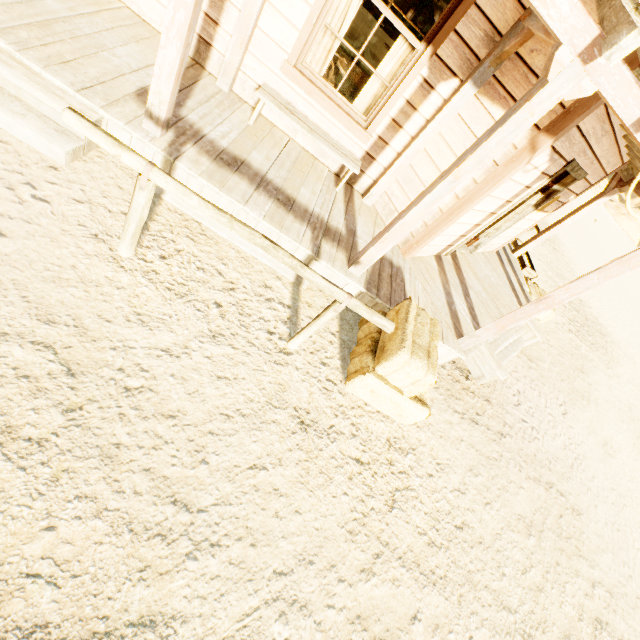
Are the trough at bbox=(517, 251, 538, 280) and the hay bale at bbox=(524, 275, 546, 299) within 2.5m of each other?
yes

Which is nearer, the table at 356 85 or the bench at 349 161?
the bench at 349 161

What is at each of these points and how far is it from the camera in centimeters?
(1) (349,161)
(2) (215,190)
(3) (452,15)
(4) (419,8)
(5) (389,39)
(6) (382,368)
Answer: (1) bench, 455cm
(2) building, 340cm
(3) widow, 357cm
(4) building, 1091cm
(5) barrel, 1115cm
(6) hay bale, 330cm

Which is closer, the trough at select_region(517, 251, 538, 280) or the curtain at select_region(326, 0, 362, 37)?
the curtain at select_region(326, 0, 362, 37)

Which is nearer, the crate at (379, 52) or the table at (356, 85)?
the table at (356, 85)

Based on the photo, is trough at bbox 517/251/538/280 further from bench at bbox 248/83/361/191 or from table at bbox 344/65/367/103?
bench at bbox 248/83/361/191

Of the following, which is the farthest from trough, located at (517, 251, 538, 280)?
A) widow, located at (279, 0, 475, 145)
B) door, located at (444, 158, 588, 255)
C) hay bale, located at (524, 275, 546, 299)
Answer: widow, located at (279, 0, 475, 145)

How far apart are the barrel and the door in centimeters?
844cm
